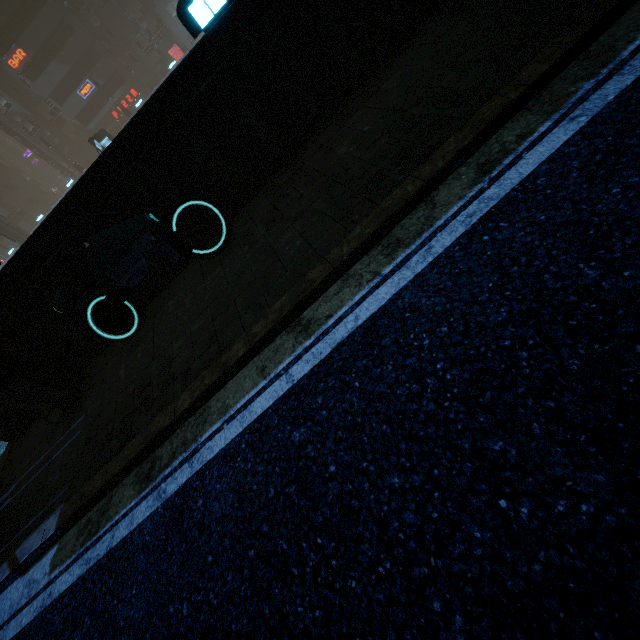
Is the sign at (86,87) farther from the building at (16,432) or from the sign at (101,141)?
the sign at (101,141)

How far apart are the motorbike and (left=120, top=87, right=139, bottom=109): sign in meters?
53.6

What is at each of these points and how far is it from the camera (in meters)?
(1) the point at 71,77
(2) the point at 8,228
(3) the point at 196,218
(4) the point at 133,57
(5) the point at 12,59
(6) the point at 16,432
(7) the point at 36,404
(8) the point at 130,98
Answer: (1) building, 39.62
(2) sm, 28.17
(3) building, 5.66
(4) building, 42.66
(5) sign, 36.84
(6) building, 6.66
(7) street light, 5.67
(8) sign, 44.50

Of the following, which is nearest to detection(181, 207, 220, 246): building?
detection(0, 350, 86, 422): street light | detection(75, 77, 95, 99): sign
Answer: detection(75, 77, 95, 99): sign

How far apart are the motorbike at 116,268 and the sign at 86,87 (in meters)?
51.45

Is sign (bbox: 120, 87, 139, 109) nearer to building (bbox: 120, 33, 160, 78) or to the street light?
building (bbox: 120, 33, 160, 78)

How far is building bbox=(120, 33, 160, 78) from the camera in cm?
4209

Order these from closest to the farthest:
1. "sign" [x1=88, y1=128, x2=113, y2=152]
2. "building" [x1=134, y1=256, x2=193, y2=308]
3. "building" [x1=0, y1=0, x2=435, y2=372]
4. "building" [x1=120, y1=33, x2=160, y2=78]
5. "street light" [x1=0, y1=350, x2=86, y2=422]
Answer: "building" [x1=0, y1=0, x2=435, y2=372] → "street light" [x1=0, y1=350, x2=86, y2=422] → "building" [x1=134, y1=256, x2=193, y2=308] → "sign" [x1=88, y1=128, x2=113, y2=152] → "building" [x1=120, y1=33, x2=160, y2=78]
